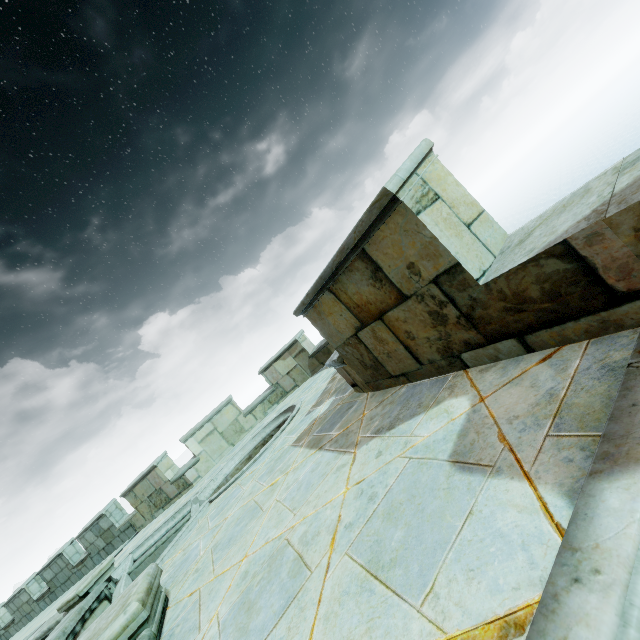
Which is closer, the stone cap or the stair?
the stone cap

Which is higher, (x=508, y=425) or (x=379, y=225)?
(x=379, y=225)

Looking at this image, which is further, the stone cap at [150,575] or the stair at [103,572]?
the stair at [103,572]

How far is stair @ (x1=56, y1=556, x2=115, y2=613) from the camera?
7.0 meters

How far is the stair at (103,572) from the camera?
7.0m
